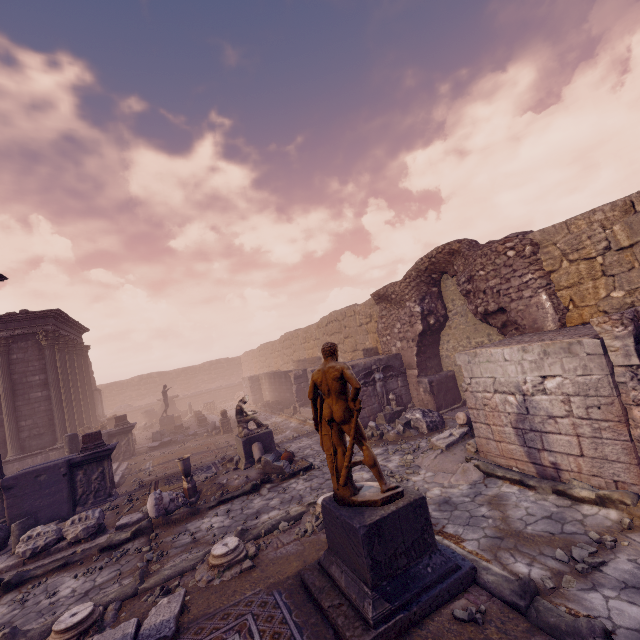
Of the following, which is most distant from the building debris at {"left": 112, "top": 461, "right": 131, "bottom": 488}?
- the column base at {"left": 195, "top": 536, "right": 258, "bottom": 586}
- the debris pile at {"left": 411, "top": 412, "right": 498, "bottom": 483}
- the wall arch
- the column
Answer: the wall arch

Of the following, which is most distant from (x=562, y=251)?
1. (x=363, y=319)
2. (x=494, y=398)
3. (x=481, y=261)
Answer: (x=363, y=319)

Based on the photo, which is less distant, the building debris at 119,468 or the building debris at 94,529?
the building debris at 94,529

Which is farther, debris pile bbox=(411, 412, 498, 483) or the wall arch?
the wall arch

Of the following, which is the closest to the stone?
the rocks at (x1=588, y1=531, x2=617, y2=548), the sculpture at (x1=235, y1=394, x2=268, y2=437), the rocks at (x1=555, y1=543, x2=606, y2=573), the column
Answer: the rocks at (x1=555, y1=543, x2=606, y2=573)

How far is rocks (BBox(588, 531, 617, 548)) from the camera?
4.17m

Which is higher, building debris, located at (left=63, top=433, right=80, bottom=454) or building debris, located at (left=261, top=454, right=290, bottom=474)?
building debris, located at (left=63, top=433, right=80, bottom=454)

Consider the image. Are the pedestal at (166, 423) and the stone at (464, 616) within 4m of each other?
no
